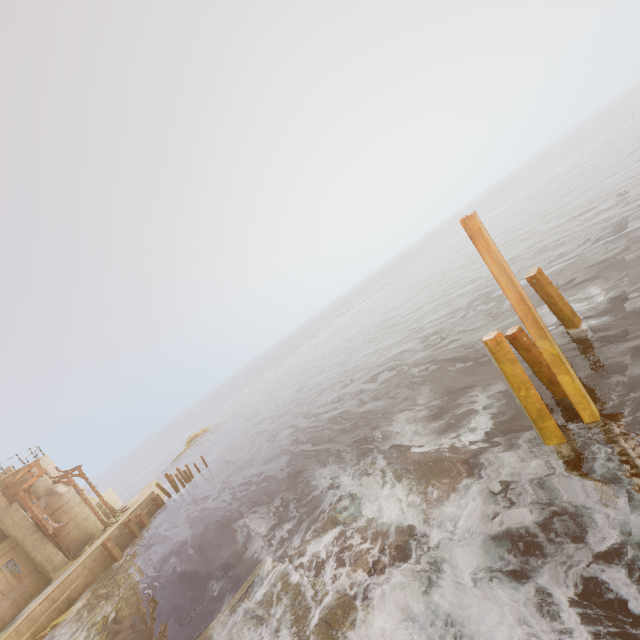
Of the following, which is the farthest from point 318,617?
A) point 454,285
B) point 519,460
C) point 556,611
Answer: point 454,285

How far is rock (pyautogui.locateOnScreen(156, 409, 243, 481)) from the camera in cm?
4541

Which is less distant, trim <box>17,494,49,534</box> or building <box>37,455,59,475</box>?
trim <box>17,494,49,534</box>

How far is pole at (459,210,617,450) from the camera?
6.8 meters

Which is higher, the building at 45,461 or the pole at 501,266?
the building at 45,461

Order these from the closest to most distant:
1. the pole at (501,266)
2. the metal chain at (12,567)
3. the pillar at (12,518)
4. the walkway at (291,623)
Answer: the walkway at (291,623)
the pole at (501,266)
the metal chain at (12,567)
the pillar at (12,518)

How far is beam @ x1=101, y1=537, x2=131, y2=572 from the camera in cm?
2031

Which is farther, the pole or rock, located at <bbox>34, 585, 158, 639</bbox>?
rock, located at <bbox>34, 585, 158, 639</bbox>
